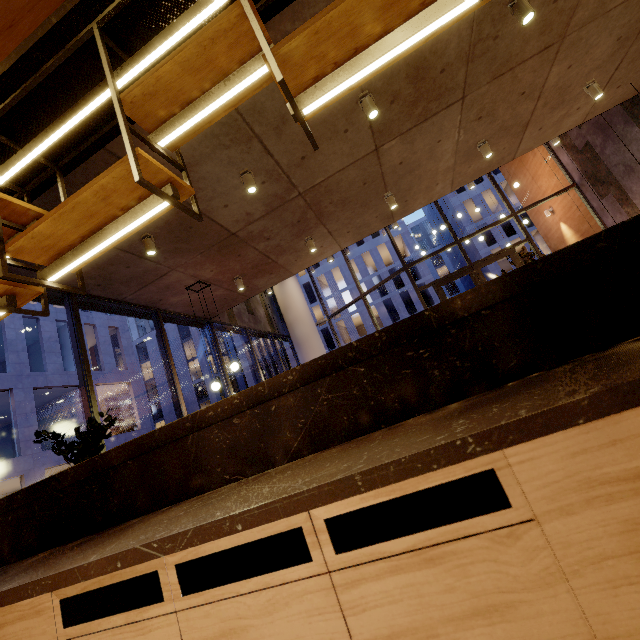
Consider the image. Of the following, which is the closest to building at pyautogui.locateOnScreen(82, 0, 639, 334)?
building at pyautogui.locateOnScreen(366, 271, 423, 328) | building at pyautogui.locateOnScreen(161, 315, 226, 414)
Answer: building at pyautogui.locateOnScreen(366, 271, 423, 328)

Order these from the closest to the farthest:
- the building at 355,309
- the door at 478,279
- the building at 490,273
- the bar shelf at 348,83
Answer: the bar shelf at 348,83 < the door at 478,279 < the building at 490,273 < the building at 355,309

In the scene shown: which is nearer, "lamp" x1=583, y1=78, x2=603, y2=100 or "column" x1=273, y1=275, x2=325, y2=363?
"lamp" x1=583, y1=78, x2=603, y2=100

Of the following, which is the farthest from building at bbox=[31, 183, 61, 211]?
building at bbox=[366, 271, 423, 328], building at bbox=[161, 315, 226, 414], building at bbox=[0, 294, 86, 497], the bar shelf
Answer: building at bbox=[161, 315, 226, 414]

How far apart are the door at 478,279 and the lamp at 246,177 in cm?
853

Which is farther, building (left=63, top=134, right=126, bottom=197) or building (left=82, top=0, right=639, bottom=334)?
building (left=82, top=0, right=639, bottom=334)

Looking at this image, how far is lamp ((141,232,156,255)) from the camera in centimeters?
520cm

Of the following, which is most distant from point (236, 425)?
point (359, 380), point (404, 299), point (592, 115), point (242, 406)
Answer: point (404, 299)
